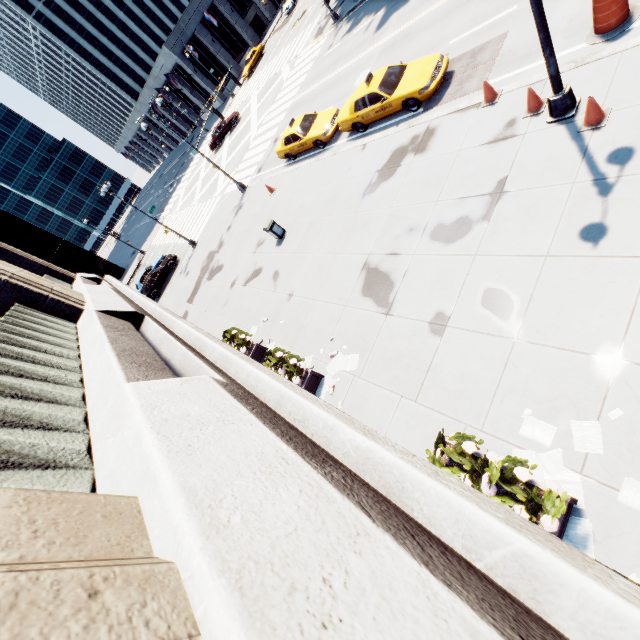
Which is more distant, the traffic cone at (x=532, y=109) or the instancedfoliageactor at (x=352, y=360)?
the instancedfoliageactor at (x=352, y=360)

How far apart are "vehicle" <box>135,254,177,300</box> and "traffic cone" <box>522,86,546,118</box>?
27.1m

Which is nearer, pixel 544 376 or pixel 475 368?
pixel 544 376

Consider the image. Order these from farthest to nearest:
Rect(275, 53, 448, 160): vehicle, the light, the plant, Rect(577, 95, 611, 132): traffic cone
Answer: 1. Rect(275, 53, 448, 160): vehicle
2. Rect(577, 95, 611, 132): traffic cone
3. the light
4. the plant

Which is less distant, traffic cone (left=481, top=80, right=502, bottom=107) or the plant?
the plant

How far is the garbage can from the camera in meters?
15.6 m

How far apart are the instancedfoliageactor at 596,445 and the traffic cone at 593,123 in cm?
663

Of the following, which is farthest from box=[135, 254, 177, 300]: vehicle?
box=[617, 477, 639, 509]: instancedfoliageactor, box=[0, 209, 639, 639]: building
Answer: box=[617, 477, 639, 509]: instancedfoliageactor
